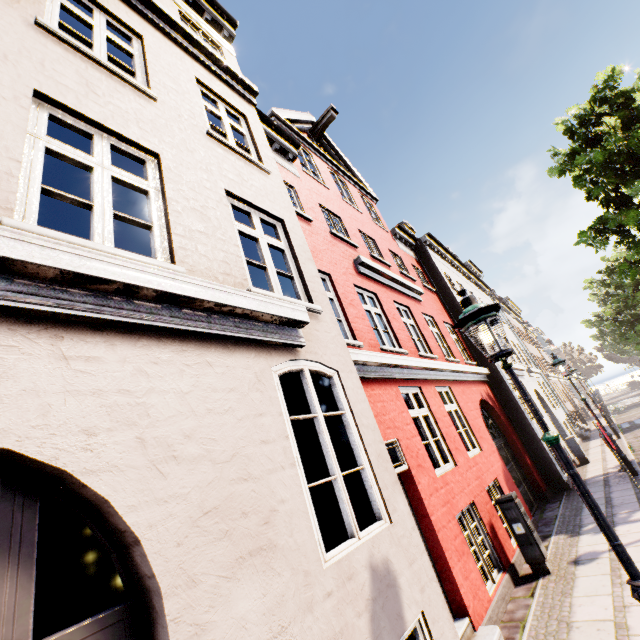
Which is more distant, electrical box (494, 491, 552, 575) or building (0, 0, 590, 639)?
electrical box (494, 491, 552, 575)

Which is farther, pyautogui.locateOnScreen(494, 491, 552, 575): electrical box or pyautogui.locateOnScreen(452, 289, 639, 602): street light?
pyautogui.locateOnScreen(494, 491, 552, 575): electrical box

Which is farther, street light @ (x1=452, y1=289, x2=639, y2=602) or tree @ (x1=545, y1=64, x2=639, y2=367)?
tree @ (x1=545, y1=64, x2=639, y2=367)

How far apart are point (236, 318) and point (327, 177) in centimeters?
943cm

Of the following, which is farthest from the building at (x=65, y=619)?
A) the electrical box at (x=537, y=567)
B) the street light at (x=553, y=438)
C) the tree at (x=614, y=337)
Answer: the tree at (x=614, y=337)

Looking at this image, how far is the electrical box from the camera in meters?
5.8 m

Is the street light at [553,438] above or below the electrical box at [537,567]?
above

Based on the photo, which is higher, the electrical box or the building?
the building
